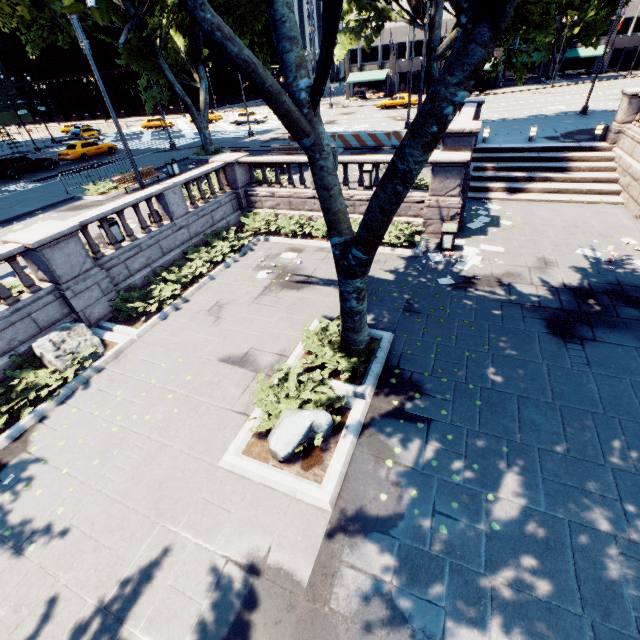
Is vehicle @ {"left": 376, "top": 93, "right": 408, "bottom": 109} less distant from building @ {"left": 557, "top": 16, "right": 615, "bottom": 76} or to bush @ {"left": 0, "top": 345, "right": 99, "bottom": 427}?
building @ {"left": 557, "top": 16, "right": 615, "bottom": 76}

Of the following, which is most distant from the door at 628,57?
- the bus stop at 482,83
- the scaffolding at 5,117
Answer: the scaffolding at 5,117

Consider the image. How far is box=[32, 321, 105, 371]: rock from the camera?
8.7m

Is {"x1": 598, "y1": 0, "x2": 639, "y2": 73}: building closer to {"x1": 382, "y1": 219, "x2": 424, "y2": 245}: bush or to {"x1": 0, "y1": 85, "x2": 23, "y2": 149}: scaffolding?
{"x1": 0, "y1": 85, "x2": 23, "y2": 149}: scaffolding

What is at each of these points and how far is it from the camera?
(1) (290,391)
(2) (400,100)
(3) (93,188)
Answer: (1) bush, 7.29m
(2) vehicle, 40.16m
(3) bush, 18.67m

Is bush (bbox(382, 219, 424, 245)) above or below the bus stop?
below

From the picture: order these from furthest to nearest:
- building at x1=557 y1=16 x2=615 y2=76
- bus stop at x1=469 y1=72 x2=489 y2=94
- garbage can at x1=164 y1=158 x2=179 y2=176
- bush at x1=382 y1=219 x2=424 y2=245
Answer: building at x1=557 y1=16 x2=615 y2=76, bus stop at x1=469 y1=72 x2=489 y2=94, garbage can at x1=164 y1=158 x2=179 y2=176, bush at x1=382 y1=219 x2=424 y2=245

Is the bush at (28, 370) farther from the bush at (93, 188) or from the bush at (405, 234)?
the bush at (93, 188)
